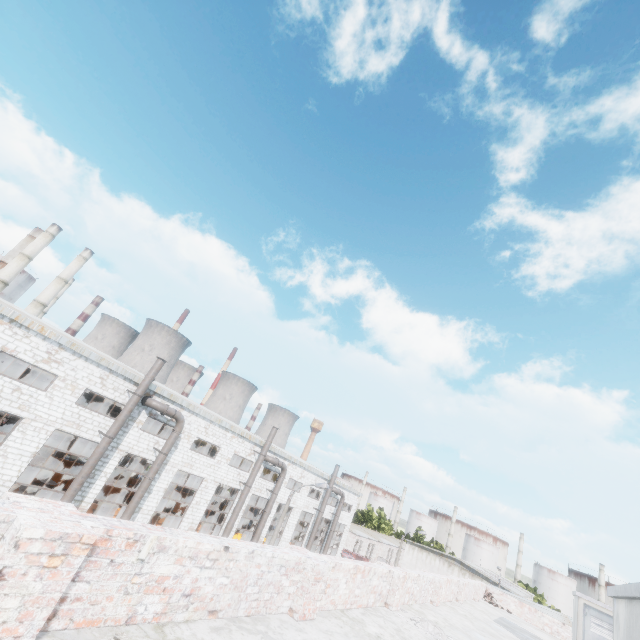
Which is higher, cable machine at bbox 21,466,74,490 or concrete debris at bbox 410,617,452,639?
concrete debris at bbox 410,617,452,639

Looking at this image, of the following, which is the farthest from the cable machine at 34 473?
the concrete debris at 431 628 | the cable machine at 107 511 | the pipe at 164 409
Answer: the concrete debris at 431 628

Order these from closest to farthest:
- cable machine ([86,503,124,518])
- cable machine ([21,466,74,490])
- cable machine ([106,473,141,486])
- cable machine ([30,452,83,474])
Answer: cable machine ([86,503,124,518])
cable machine ([21,466,74,490])
cable machine ([30,452,83,474])
cable machine ([106,473,141,486])

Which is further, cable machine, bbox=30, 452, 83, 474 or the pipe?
cable machine, bbox=30, 452, 83, 474

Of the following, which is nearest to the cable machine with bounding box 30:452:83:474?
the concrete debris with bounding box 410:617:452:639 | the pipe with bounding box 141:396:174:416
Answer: the pipe with bounding box 141:396:174:416

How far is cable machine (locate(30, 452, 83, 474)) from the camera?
29.0m

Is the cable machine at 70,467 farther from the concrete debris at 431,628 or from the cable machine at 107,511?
the concrete debris at 431,628

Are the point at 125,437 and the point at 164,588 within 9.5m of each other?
no
